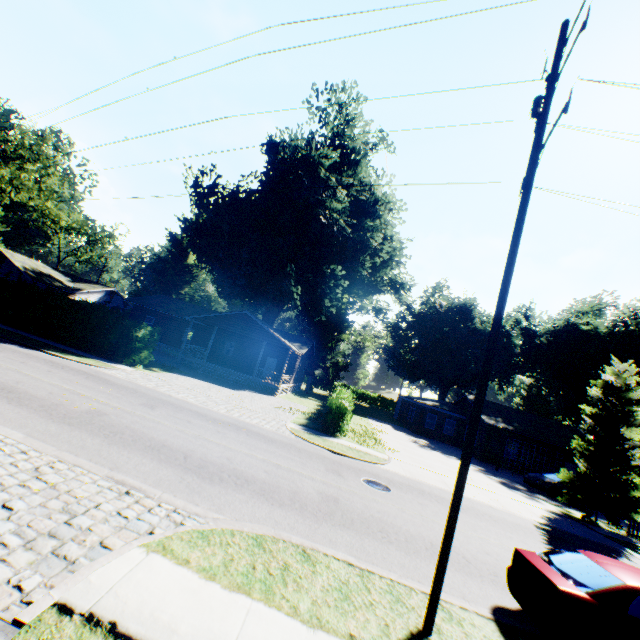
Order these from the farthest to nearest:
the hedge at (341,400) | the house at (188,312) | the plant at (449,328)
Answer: the plant at (449,328), the house at (188,312), the hedge at (341,400)

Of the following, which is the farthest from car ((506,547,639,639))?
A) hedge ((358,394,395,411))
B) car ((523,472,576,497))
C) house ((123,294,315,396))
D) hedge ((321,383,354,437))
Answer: house ((123,294,315,396))

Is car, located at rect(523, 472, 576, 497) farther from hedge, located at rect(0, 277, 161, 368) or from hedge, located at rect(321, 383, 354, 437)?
hedge, located at rect(0, 277, 161, 368)

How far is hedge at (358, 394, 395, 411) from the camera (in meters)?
59.31

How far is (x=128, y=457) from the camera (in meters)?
8.05

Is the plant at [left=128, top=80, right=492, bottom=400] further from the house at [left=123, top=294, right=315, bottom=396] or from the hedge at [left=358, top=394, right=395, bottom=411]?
the hedge at [left=358, top=394, right=395, bottom=411]

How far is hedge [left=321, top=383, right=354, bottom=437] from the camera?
18.8m

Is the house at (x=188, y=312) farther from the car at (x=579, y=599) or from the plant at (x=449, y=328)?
the car at (x=579, y=599)
